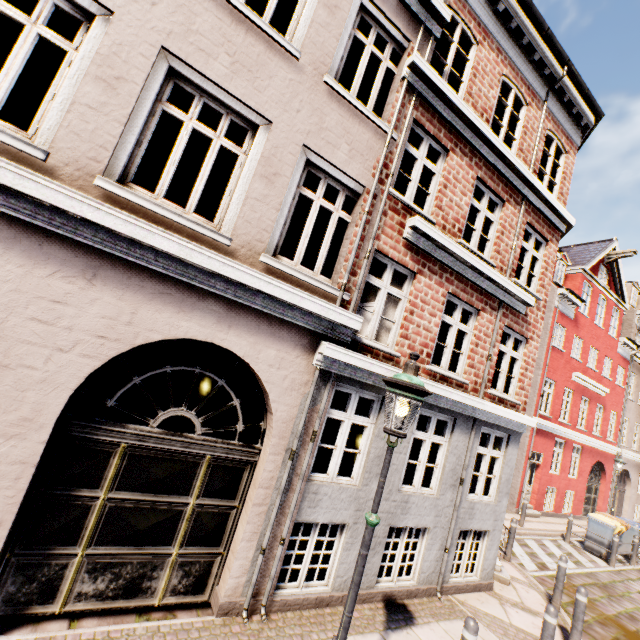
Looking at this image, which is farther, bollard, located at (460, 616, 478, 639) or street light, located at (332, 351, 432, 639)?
bollard, located at (460, 616, 478, 639)

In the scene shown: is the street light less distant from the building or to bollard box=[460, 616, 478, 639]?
bollard box=[460, 616, 478, 639]

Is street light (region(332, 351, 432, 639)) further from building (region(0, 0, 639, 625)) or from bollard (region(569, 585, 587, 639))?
building (region(0, 0, 639, 625))

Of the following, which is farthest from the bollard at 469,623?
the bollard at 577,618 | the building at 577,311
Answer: the building at 577,311

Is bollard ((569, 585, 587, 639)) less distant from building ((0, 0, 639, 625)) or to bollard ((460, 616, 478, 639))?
bollard ((460, 616, 478, 639))

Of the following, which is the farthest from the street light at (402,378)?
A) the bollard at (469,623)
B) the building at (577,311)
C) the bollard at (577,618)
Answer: the building at (577,311)

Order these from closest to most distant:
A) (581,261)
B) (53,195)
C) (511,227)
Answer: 1. (53,195)
2. (511,227)
3. (581,261)
